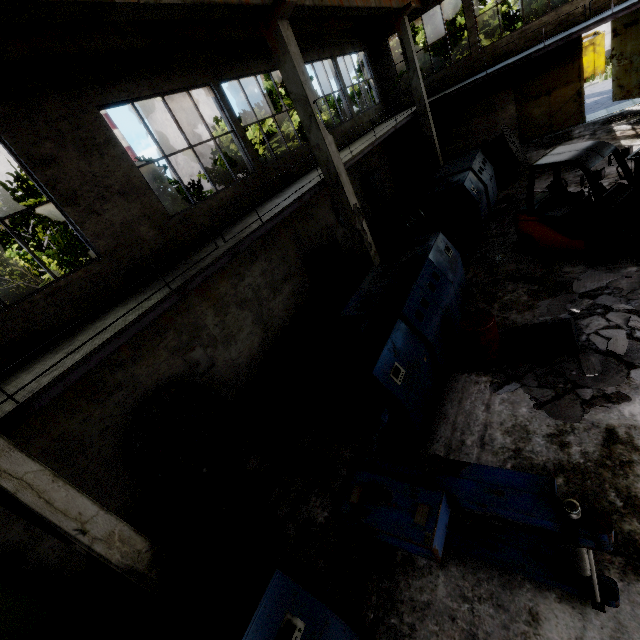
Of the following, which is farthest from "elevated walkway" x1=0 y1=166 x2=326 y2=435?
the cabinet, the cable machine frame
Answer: the cable machine frame

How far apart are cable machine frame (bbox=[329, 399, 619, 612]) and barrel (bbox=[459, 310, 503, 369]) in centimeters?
233cm

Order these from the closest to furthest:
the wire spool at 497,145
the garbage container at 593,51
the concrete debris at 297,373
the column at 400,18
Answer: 1. the concrete debris at 297,373
2. the wire spool at 497,145
3. the column at 400,18
4. the garbage container at 593,51

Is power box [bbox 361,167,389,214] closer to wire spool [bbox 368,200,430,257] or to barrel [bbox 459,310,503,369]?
wire spool [bbox 368,200,430,257]

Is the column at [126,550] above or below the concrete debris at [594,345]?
above

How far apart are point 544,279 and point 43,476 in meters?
10.0

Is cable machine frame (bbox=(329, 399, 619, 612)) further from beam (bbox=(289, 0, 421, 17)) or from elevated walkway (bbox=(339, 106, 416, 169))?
beam (bbox=(289, 0, 421, 17))

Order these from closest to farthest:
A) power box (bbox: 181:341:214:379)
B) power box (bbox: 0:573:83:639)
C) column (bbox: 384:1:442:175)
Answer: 1. power box (bbox: 0:573:83:639)
2. power box (bbox: 181:341:214:379)
3. column (bbox: 384:1:442:175)
